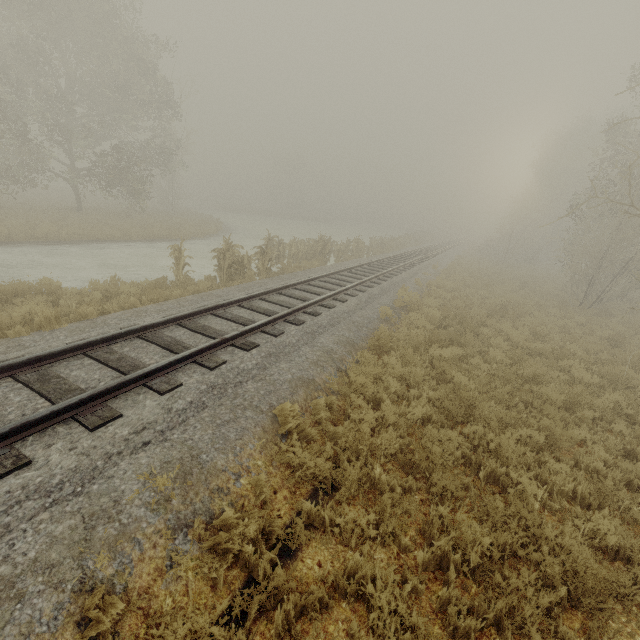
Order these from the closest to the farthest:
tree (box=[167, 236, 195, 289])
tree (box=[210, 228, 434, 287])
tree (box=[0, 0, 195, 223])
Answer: tree (box=[167, 236, 195, 289]) < tree (box=[210, 228, 434, 287]) < tree (box=[0, 0, 195, 223])

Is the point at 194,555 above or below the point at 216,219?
below

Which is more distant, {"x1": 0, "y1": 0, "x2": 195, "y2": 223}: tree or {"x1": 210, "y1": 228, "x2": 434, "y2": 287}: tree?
{"x1": 0, "y1": 0, "x2": 195, "y2": 223}: tree

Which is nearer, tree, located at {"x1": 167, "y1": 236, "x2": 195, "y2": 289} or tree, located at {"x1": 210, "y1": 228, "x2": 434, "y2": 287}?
tree, located at {"x1": 167, "y1": 236, "x2": 195, "y2": 289}

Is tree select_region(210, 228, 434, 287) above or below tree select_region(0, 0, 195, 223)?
below

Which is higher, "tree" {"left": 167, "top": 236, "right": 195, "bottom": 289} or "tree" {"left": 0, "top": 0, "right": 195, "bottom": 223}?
"tree" {"left": 0, "top": 0, "right": 195, "bottom": 223}

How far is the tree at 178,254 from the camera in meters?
11.3 m

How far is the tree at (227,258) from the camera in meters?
12.6
